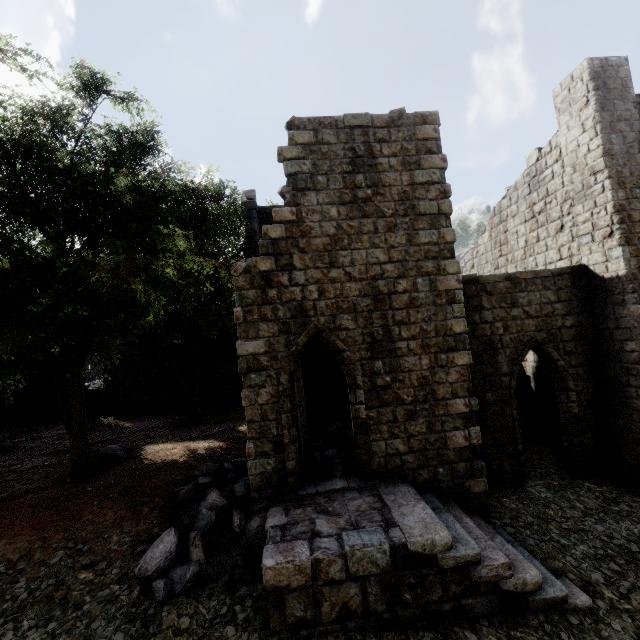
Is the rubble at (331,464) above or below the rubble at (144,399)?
below

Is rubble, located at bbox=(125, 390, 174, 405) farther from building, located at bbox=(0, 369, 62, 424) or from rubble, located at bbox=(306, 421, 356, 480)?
rubble, located at bbox=(306, 421, 356, 480)

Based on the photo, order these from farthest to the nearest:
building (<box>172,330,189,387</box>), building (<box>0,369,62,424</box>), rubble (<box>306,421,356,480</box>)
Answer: building (<box>172,330,189,387</box>), building (<box>0,369,62,424</box>), rubble (<box>306,421,356,480</box>)

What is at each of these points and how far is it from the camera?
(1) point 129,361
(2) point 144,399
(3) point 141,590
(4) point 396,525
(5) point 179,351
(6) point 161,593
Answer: (1) building, 20.66m
(2) rubble, 19.83m
(3) rubble, 6.24m
(4) building, 6.34m
(5) building, 20.83m
(6) rubble, 6.11m

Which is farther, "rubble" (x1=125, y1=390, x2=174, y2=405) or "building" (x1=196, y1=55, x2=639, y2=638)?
"rubble" (x1=125, y1=390, x2=174, y2=405)

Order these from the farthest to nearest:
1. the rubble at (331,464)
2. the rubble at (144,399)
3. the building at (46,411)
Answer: the rubble at (144,399)
the building at (46,411)
the rubble at (331,464)

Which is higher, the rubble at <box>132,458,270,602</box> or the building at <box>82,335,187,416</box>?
the building at <box>82,335,187,416</box>
